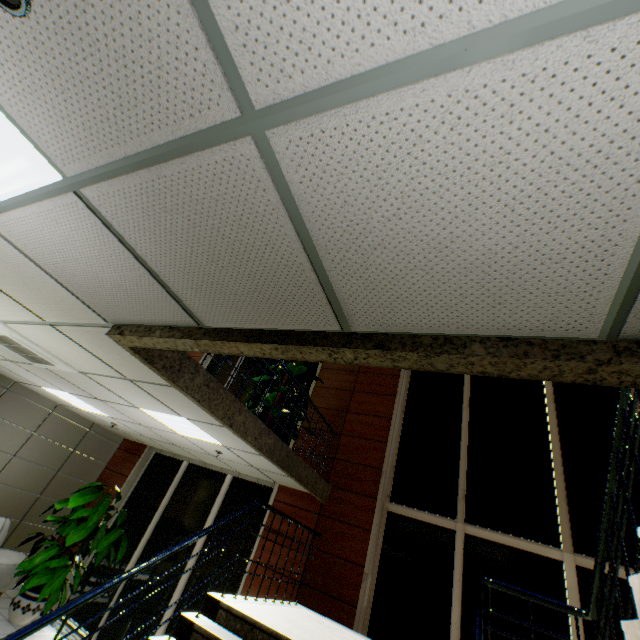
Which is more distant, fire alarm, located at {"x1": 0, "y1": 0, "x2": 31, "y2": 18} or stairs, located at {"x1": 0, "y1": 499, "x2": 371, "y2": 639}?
stairs, located at {"x1": 0, "y1": 499, "x2": 371, "y2": 639}

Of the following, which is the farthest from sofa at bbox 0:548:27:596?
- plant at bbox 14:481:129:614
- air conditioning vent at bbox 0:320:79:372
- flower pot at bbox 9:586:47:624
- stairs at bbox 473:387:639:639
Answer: stairs at bbox 473:387:639:639

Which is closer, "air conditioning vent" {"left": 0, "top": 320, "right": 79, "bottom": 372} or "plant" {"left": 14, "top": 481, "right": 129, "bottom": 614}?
"air conditioning vent" {"left": 0, "top": 320, "right": 79, "bottom": 372}

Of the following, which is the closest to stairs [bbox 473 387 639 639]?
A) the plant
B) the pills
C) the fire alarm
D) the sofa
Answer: the pills

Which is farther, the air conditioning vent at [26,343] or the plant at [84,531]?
the plant at [84,531]

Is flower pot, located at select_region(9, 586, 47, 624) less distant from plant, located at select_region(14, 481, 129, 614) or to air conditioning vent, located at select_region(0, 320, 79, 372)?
plant, located at select_region(14, 481, 129, 614)

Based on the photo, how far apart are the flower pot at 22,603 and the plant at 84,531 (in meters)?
1.01

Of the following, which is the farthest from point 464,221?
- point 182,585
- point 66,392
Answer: point 182,585
